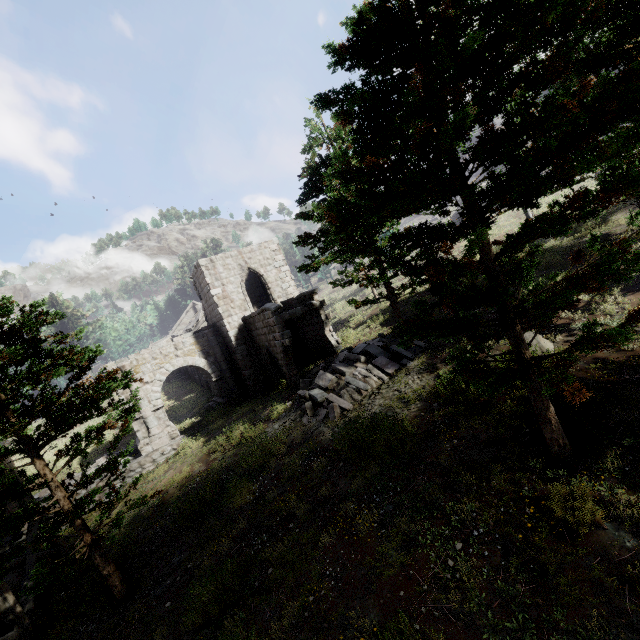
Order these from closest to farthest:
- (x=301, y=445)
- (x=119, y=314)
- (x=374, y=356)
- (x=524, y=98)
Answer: (x=524, y=98), (x=301, y=445), (x=374, y=356), (x=119, y=314)

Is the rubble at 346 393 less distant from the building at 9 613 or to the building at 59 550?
the building at 9 613

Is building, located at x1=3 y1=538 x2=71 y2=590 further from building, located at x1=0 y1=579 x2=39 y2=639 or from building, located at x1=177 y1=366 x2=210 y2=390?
building, located at x1=177 y1=366 x2=210 y2=390

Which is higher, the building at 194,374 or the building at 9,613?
the building at 194,374

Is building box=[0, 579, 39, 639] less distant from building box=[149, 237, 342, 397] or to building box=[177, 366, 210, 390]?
building box=[149, 237, 342, 397]

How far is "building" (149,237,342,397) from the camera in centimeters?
1819cm

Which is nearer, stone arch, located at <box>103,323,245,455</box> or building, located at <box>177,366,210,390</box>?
stone arch, located at <box>103,323,245,455</box>

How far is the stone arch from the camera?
20.1 meters
